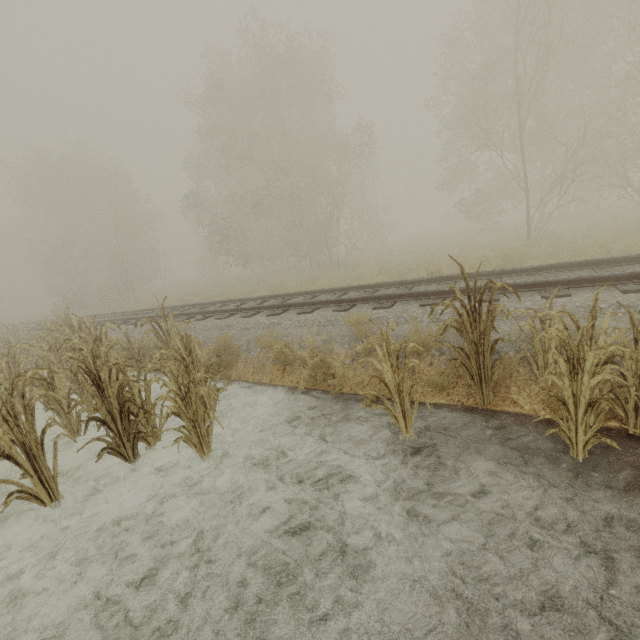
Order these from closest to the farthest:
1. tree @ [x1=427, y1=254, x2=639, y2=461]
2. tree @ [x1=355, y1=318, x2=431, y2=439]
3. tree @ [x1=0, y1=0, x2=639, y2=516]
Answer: tree @ [x1=427, y1=254, x2=639, y2=461] → tree @ [x1=355, y1=318, x2=431, y2=439] → tree @ [x1=0, y1=0, x2=639, y2=516]

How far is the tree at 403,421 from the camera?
3.33m

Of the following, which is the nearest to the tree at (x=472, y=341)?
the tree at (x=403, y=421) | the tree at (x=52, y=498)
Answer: the tree at (x=403, y=421)

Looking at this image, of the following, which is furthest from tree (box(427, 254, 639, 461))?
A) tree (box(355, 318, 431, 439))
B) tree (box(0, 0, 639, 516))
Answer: tree (box(0, 0, 639, 516))

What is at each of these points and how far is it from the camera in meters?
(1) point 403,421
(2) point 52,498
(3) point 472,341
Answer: (1) tree, 3.7
(2) tree, 3.8
(3) tree, 3.7

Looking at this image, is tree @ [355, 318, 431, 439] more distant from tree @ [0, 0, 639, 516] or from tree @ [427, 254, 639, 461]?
tree @ [0, 0, 639, 516]
